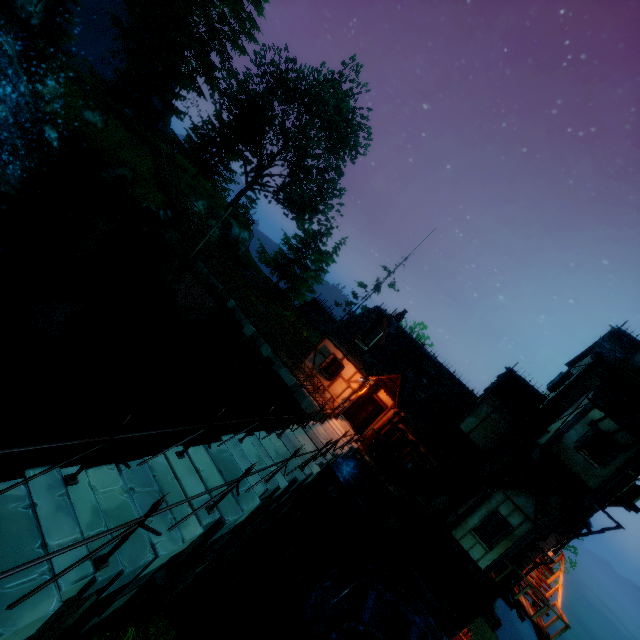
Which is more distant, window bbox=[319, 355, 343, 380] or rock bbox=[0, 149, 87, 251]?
window bbox=[319, 355, 343, 380]

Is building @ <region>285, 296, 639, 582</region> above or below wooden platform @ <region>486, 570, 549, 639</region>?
above

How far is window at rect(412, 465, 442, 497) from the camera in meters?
16.1

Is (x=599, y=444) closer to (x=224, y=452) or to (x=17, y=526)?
(x=224, y=452)

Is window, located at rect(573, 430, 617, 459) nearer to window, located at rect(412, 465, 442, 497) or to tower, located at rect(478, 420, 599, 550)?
tower, located at rect(478, 420, 599, 550)

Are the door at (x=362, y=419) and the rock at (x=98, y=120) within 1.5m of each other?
no

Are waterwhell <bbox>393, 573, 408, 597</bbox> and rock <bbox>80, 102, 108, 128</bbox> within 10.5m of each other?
no

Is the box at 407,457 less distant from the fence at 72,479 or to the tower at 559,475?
the tower at 559,475
